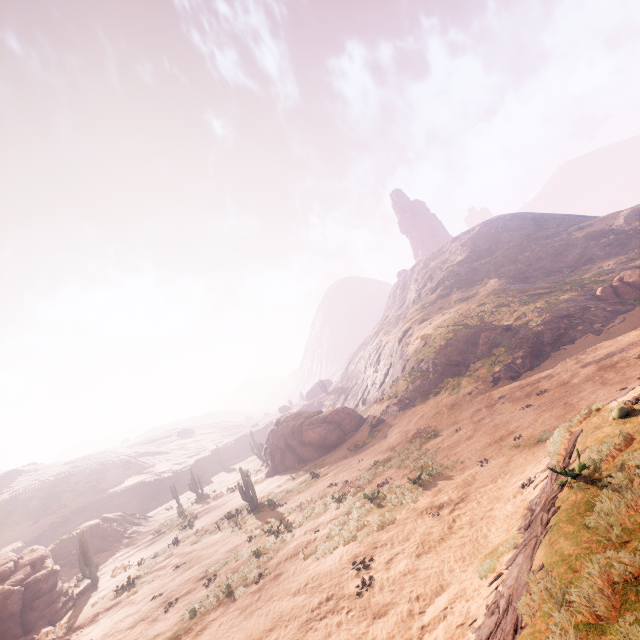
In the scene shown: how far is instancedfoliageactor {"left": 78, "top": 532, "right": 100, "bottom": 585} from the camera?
22.6m

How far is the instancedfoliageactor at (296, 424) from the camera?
30.7m

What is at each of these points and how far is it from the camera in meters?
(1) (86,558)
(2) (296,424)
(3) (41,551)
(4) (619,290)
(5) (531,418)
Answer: (1) instancedfoliageactor, 23.3
(2) instancedfoliageactor, 32.8
(3) rock, 22.0
(4) instancedfoliageactor, 28.1
(5) z, 15.5

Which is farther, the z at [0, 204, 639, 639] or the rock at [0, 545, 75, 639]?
the rock at [0, 545, 75, 639]

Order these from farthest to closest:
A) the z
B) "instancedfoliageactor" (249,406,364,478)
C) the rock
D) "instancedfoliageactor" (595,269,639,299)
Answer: "instancedfoliageactor" (249,406,364,478)
"instancedfoliageactor" (595,269,639,299)
the rock
the z

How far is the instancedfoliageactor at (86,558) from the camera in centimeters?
2262cm

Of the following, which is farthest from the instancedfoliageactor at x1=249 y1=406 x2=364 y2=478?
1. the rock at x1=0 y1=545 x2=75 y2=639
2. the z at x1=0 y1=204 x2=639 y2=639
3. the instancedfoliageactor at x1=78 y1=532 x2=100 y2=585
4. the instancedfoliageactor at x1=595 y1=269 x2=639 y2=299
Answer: the instancedfoliageactor at x1=595 y1=269 x2=639 y2=299

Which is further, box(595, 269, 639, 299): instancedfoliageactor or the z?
box(595, 269, 639, 299): instancedfoliageactor
